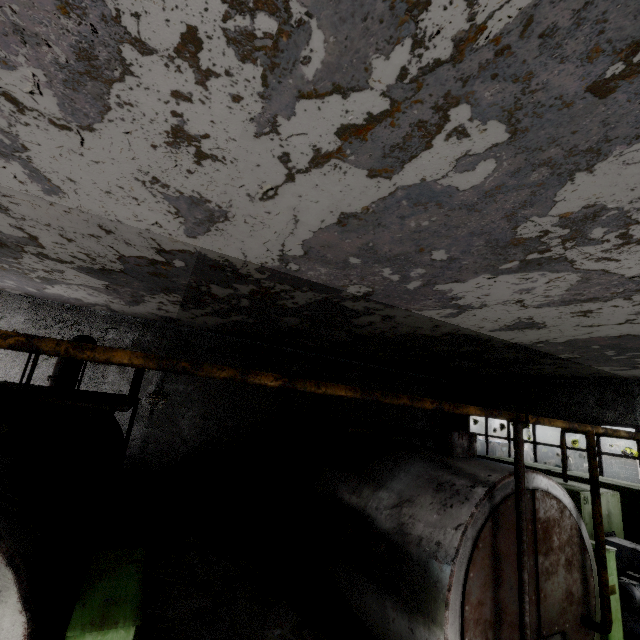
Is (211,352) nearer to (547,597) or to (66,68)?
(66,68)

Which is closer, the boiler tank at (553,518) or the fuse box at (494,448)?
the boiler tank at (553,518)

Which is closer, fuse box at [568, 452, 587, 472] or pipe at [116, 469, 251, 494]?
pipe at [116, 469, 251, 494]

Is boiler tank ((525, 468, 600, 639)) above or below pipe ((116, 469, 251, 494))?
above

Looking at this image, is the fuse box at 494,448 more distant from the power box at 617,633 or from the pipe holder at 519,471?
the pipe holder at 519,471

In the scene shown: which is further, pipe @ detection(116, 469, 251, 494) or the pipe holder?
pipe @ detection(116, 469, 251, 494)

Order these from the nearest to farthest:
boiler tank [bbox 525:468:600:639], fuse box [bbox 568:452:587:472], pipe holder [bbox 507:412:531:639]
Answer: pipe holder [bbox 507:412:531:639] < boiler tank [bbox 525:468:600:639] < fuse box [bbox 568:452:587:472]

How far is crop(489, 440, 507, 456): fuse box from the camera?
21.59m
